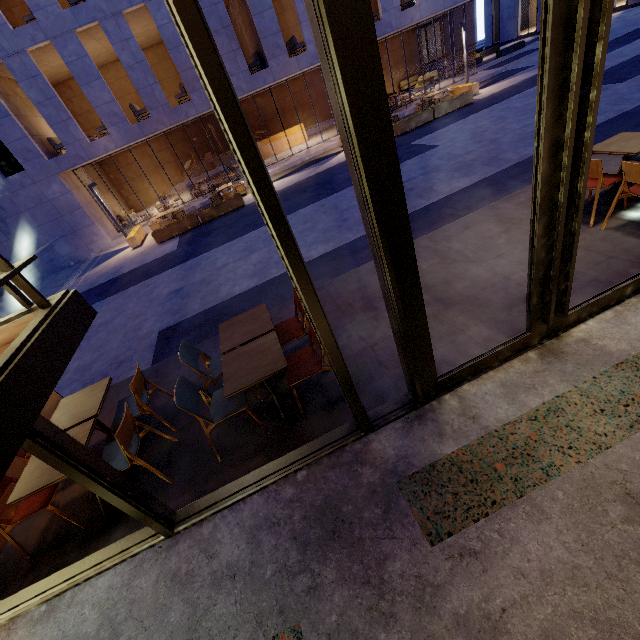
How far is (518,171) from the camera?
7.4m

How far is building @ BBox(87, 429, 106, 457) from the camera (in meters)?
4.10

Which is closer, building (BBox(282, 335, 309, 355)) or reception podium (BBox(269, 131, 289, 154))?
building (BBox(282, 335, 309, 355))

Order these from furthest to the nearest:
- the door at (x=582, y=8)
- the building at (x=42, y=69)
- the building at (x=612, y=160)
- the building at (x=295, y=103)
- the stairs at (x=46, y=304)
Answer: the building at (x=295, y=103), the building at (x=42, y=69), the building at (x=612, y=160), the door at (x=582, y=8), the stairs at (x=46, y=304)

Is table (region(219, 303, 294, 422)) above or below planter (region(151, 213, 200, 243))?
above

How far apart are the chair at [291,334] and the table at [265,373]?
0.3m

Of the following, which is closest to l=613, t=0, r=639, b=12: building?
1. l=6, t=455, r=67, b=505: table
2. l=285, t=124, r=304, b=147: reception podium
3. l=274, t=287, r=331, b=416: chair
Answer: l=285, t=124, r=304, b=147: reception podium

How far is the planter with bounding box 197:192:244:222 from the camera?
13.6 meters
